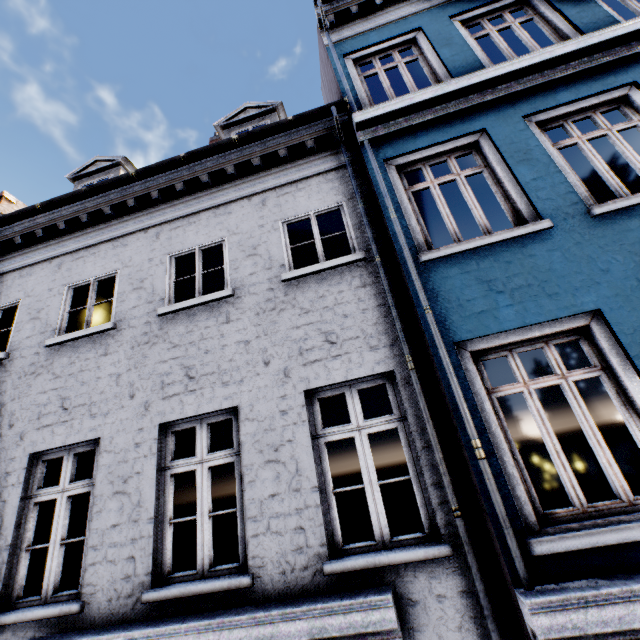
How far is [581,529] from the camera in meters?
2.7
